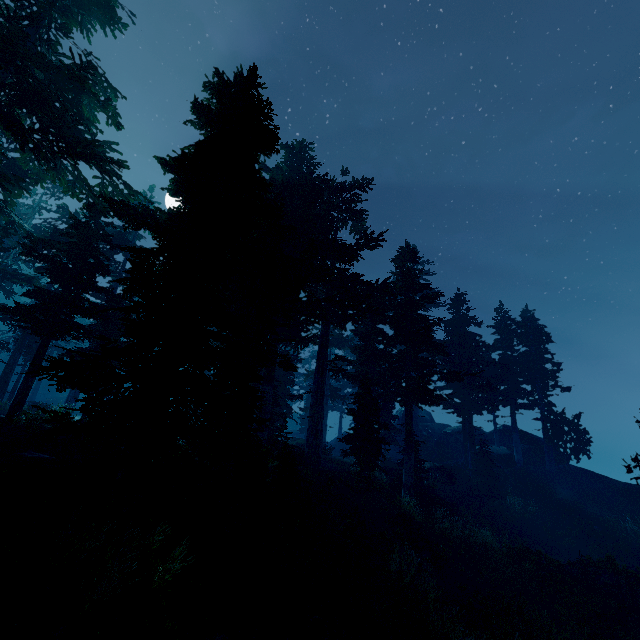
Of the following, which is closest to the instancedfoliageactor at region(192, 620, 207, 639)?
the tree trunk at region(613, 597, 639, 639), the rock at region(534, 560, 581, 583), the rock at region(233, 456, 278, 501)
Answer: the rock at region(233, 456, 278, 501)

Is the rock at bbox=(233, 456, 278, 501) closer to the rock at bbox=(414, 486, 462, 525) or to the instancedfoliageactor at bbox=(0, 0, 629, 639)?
the instancedfoliageactor at bbox=(0, 0, 629, 639)

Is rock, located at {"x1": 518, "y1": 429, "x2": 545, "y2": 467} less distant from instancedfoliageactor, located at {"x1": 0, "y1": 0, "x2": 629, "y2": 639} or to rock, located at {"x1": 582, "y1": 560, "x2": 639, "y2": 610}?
instancedfoliageactor, located at {"x1": 0, "y1": 0, "x2": 629, "y2": 639}

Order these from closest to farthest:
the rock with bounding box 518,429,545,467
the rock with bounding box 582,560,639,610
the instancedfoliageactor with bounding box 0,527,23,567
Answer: the instancedfoliageactor with bounding box 0,527,23,567
the rock with bounding box 582,560,639,610
the rock with bounding box 518,429,545,467

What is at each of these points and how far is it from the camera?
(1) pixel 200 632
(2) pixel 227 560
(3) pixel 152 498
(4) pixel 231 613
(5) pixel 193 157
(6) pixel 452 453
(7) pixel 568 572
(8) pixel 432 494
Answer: (1) instancedfoliageactor, 6.1m
(2) rock, 8.6m
(3) rock, 8.3m
(4) instancedfoliageactor, 7.4m
(5) instancedfoliageactor, 9.9m
(6) rock, 35.4m
(7) rock, 16.5m
(8) rock, 22.2m

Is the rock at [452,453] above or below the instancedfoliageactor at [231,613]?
above

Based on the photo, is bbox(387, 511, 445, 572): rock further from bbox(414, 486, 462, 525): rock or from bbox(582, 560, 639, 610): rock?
bbox(582, 560, 639, 610): rock

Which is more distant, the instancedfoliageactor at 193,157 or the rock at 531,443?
the rock at 531,443
